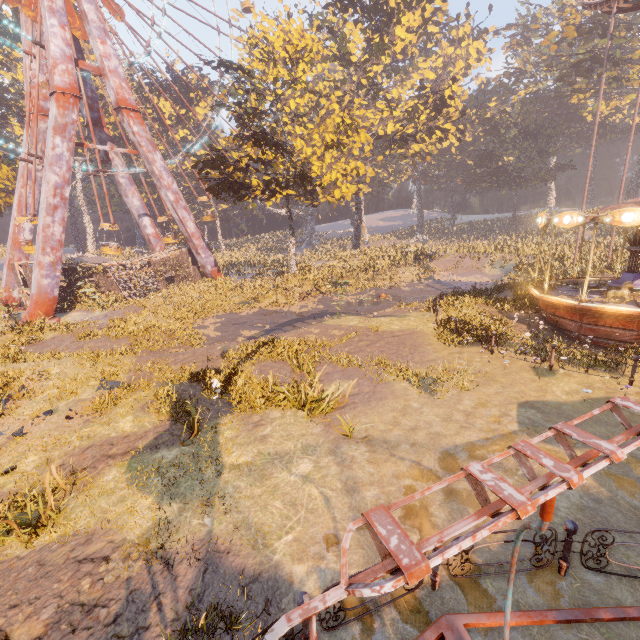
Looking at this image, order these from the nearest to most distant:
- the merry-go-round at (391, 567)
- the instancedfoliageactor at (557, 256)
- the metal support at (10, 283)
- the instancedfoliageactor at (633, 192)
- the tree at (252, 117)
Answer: the merry-go-round at (391, 567), the tree at (252, 117), the instancedfoliageactor at (557, 256), the metal support at (10, 283), the instancedfoliageactor at (633, 192)

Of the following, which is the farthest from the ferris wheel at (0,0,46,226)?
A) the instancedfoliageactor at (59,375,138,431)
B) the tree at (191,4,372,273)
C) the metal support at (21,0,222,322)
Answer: the instancedfoliageactor at (59,375,138,431)

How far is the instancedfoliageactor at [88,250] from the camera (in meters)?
53.62

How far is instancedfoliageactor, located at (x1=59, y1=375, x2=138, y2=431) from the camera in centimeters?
948cm

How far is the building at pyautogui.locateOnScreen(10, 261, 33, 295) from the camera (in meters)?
23.28

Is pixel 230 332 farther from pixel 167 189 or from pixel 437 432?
pixel 167 189

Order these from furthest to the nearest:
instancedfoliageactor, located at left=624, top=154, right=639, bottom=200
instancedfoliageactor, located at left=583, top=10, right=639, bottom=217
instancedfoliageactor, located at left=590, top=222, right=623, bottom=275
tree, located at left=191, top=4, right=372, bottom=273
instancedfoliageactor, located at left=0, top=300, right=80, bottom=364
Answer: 1. instancedfoliageactor, located at left=624, top=154, right=639, bottom=200
2. instancedfoliageactor, located at left=583, top=10, right=639, bottom=217
3. instancedfoliageactor, located at left=590, top=222, right=623, bottom=275
4. tree, located at left=191, top=4, right=372, bottom=273
5. instancedfoliageactor, located at left=0, top=300, right=80, bottom=364

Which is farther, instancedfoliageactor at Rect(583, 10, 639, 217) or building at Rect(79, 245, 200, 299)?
instancedfoliageactor at Rect(583, 10, 639, 217)
